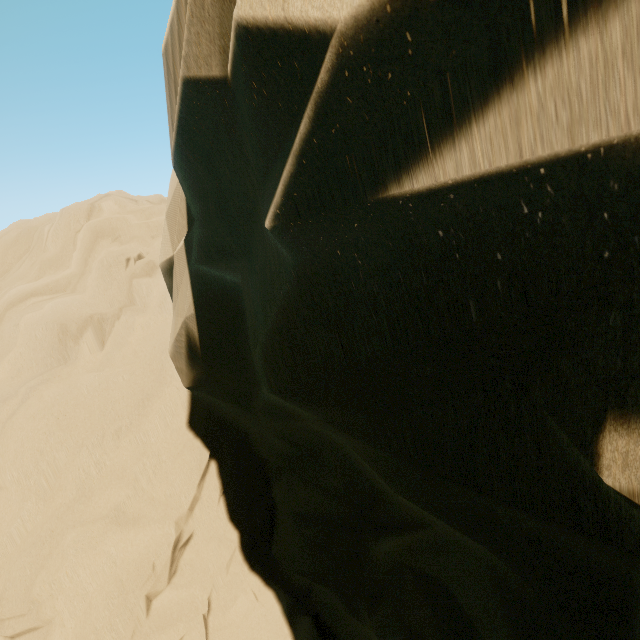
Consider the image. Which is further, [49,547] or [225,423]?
[225,423]
